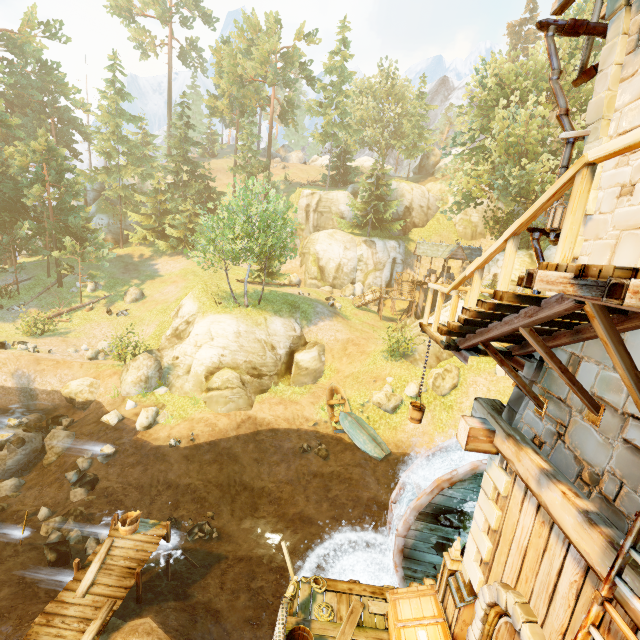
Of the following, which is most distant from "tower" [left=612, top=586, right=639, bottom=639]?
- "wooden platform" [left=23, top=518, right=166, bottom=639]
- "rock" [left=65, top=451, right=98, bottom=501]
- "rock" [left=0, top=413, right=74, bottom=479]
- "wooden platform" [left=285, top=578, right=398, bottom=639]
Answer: "rock" [left=0, top=413, right=74, bottom=479]

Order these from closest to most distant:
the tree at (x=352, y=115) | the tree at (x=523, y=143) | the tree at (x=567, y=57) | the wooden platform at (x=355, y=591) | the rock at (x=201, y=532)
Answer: the wooden platform at (x=355, y=591) < the rock at (x=201, y=532) < the tree at (x=567, y=57) < the tree at (x=523, y=143) < the tree at (x=352, y=115)

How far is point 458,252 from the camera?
32.94m

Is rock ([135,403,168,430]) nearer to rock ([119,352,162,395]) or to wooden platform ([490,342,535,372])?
rock ([119,352,162,395])

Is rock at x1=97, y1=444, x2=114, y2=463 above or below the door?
below

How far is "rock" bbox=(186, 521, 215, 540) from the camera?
14.18m

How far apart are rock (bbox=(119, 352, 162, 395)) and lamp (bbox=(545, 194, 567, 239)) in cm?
2186

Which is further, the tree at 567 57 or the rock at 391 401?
the tree at 567 57
